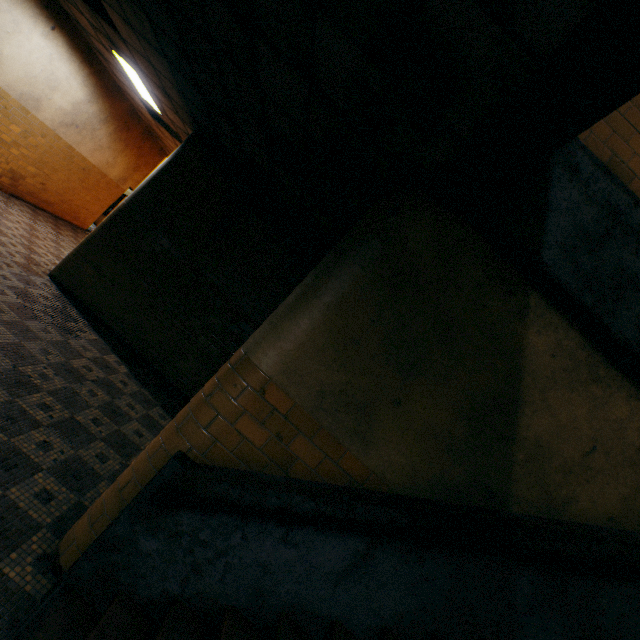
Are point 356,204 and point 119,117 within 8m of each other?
no

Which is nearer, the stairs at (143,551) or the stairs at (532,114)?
the stairs at (532,114)

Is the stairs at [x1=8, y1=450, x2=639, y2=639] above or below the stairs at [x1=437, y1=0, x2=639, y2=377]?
below

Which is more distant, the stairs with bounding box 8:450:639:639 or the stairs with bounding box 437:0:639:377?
the stairs with bounding box 8:450:639:639

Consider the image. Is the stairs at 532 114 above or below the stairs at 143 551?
above
